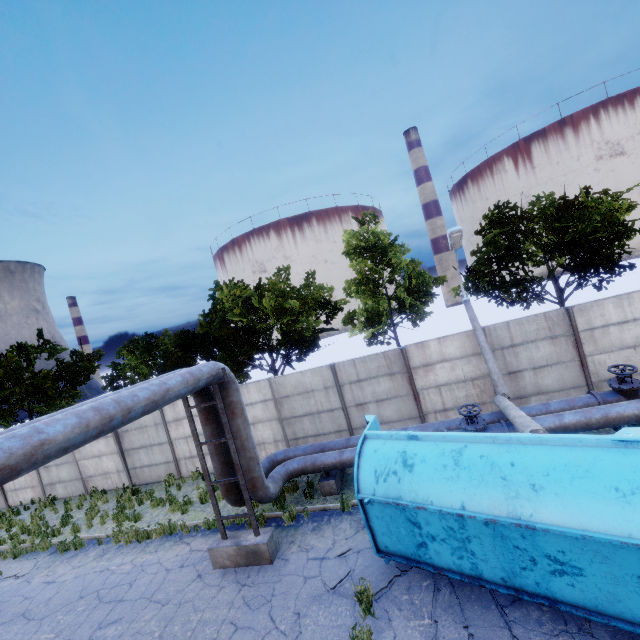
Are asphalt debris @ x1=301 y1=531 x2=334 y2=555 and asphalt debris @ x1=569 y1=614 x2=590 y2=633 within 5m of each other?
yes

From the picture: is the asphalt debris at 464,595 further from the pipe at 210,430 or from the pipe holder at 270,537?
the pipe at 210,430

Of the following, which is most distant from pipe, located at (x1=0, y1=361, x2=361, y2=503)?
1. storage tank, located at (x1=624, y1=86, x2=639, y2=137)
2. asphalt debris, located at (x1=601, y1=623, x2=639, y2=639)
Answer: storage tank, located at (x1=624, y1=86, x2=639, y2=137)

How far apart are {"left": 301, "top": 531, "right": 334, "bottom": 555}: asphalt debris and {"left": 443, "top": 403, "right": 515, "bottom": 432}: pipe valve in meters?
3.8

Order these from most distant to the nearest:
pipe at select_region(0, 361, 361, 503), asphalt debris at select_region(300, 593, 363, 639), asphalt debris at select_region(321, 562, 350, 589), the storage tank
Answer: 1. the storage tank
2. asphalt debris at select_region(321, 562, 350, 589)
3. asphalt debris at select_region(300, 593, 363, 639)
4. pipe at select_region(0, 361, 361, 503)

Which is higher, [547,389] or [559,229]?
[559,229]

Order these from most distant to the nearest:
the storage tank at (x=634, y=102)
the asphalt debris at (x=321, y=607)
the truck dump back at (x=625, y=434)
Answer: the storage tank at (x=634, y=102) → the asphalt debris at (x=321, y=607) → the truck dump back at (x=625, y=434)

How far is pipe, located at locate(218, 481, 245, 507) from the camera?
9.12m
